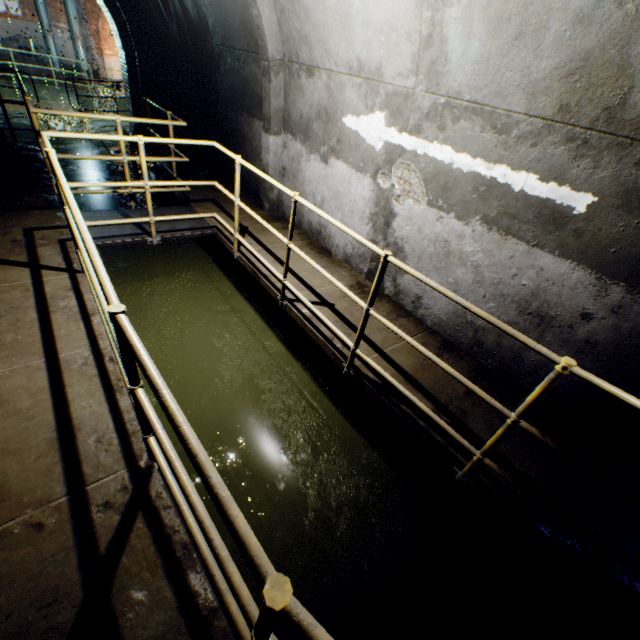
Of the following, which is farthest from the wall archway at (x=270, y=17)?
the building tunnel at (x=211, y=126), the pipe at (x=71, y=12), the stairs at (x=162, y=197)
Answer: the pipe at (x=71, y=12)

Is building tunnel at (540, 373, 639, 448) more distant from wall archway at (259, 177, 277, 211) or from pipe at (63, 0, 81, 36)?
pipe at (63, 0, 81, 36)

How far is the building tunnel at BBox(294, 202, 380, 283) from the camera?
4.50m

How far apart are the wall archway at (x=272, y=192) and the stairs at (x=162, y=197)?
2.3m

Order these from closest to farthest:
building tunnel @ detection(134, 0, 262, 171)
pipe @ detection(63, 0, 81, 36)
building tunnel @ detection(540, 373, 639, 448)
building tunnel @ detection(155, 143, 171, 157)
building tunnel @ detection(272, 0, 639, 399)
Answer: building tunnel @ detection(272, 0, 639, 399), building tunnel @ detection(540, 373, 639, 448), building tunnel @ detection(134, 0, 262, 171), building tunnel @ detection(155, 143, 171, 157), pipe @ detection(63, 0, 81, 36)

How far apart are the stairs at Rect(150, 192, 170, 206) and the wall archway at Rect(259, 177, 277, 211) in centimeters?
230cm

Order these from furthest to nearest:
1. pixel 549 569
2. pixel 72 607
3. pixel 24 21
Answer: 1. pixel 24 21
2. pixel 549 569
3. pixel 72 607
